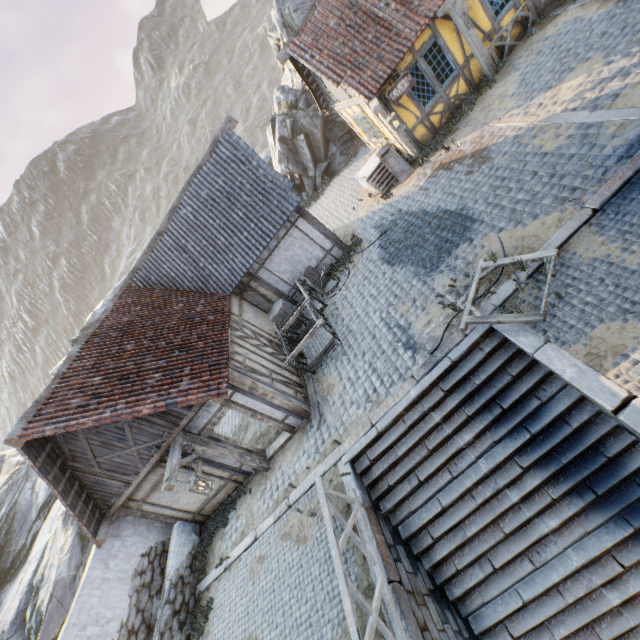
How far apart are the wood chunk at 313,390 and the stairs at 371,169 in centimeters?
724cm

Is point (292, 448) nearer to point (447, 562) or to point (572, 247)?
point (447, 562)

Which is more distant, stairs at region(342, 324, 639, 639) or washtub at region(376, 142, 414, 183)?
washtub at region(376, 142, 414, 183)

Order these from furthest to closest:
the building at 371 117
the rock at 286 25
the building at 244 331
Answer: the rock at 286 25, the building at 371 117, the building at 244 331

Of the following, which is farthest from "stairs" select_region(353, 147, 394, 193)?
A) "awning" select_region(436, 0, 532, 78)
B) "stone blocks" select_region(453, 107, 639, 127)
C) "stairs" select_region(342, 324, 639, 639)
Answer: "stairs" select_region(342, 324, 639, 639)

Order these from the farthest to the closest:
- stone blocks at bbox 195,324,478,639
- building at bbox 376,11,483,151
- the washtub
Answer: the washtub
building at bbox 376,11,483,151
stone blocks at bbox 195,324,478,639

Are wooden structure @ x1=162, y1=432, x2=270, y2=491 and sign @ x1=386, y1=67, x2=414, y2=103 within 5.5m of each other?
no

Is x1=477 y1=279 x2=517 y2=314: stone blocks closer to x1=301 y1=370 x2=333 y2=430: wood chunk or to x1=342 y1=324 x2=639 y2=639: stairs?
x1=342 y1=324 x2=639 y2=639: stairs
